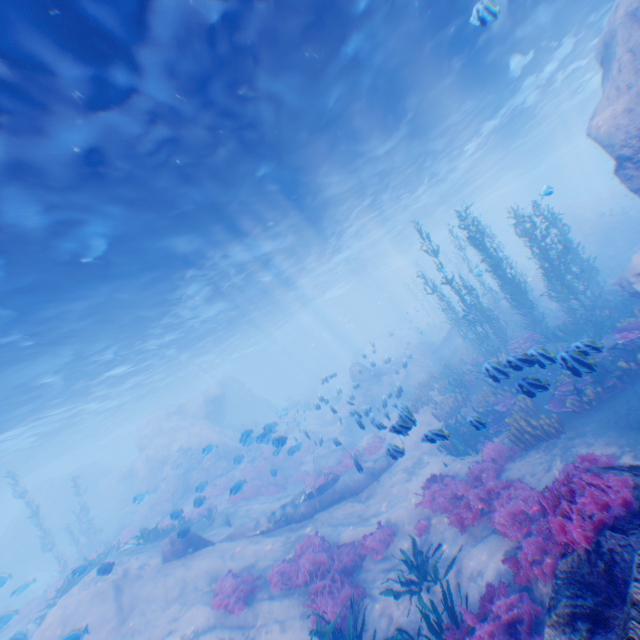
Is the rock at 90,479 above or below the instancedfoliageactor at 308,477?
above

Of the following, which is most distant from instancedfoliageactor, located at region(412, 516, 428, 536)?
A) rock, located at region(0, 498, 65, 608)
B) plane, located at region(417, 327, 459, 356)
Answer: rock, located at region(0, 498, 65, 608)

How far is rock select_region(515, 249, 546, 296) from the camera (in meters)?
25.28

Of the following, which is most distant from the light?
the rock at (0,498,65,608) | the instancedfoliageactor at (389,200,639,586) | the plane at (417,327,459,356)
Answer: the rock at (0,498,65,608)

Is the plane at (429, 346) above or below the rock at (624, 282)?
below

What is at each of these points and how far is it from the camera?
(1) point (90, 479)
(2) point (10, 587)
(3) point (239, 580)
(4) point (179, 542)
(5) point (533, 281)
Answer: (1) rock, 38.1 meters
(2) rock, 31.0 meters
(3) instancedfoliageactor, 9.9 meters
(4) plane, 12.5 meters
(5) rock, 25.7 meters

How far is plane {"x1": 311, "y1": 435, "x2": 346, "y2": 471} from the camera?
17.6 meters

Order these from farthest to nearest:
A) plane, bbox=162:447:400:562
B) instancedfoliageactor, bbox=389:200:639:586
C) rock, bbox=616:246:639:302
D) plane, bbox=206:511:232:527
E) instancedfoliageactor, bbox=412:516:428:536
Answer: plane, bbox=206:511:232:527 → plane, bbox=162:447:400:562 → rock, bbox=616:246:639:302 → instancedfoliageactor, bbox=412:516:428:536 → instancedfoliageactor, bbox=389:200:639:586
